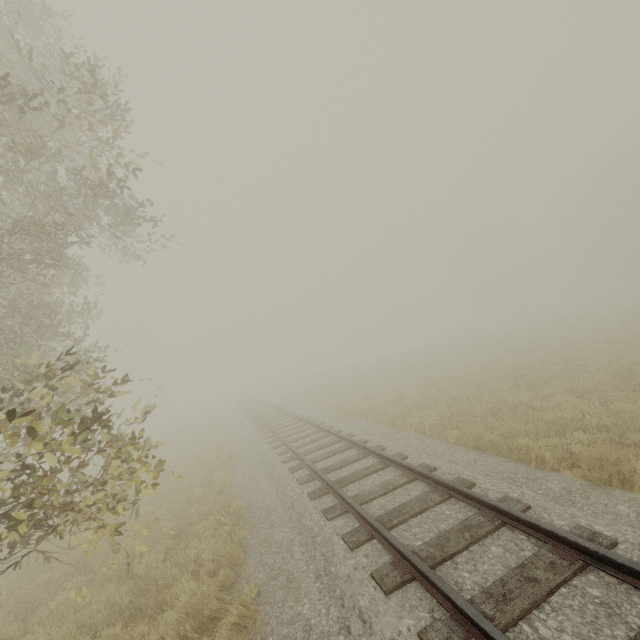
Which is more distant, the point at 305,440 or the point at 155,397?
the point at 305,440
